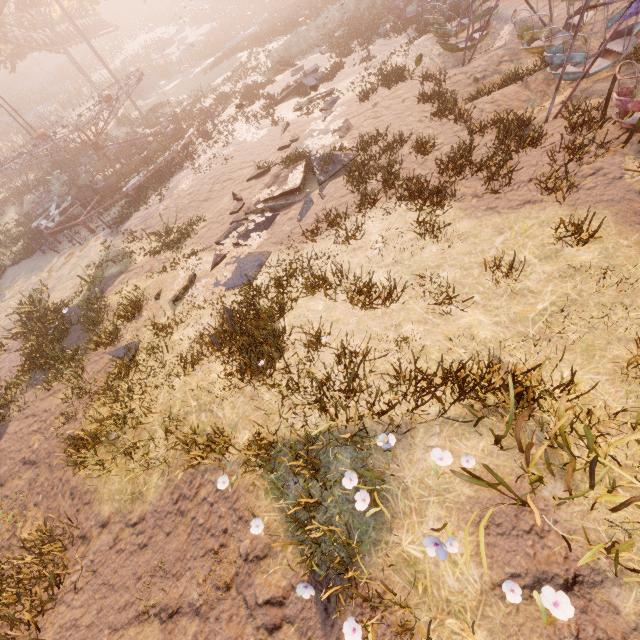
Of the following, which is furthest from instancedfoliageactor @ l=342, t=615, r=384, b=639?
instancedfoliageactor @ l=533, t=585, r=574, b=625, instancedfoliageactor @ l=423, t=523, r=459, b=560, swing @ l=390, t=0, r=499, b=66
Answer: swing @ l=390, t=0, r=499, b=66

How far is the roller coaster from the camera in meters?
35.3

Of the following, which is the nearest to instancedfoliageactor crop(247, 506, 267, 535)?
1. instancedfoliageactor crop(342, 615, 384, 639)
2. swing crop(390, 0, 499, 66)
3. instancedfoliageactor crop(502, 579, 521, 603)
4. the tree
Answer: instancedfoliageactor crop(342, 615, 384, 639)

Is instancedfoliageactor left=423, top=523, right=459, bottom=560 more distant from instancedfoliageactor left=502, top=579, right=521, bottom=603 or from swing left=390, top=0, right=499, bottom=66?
swing left=390, top=0, right=499, bottom=66

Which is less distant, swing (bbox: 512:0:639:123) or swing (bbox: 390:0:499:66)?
swing (bbox: 512:0:639:123)

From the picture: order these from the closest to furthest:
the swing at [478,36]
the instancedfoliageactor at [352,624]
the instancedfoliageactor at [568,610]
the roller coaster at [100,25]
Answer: the instancedfoliageactor at [568,610], the instancedfoliageactor at [352,624], the swing at [478,36], the roller coaster at [100,25]

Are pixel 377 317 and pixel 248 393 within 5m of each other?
yes

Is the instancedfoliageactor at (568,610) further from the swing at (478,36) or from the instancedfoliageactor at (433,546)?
the swing at (478,36)
